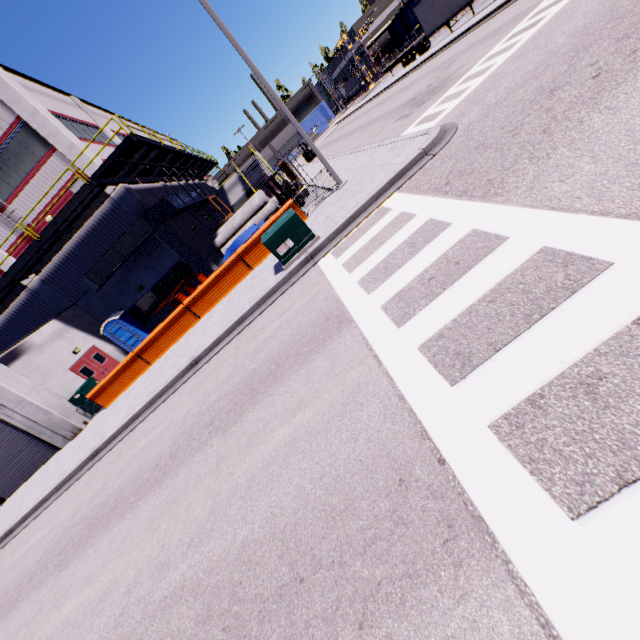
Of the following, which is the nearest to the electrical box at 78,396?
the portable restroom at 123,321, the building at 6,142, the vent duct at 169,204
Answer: the building at 6,142

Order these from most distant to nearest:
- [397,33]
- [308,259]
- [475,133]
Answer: [397,33], [308,259], [475,133]

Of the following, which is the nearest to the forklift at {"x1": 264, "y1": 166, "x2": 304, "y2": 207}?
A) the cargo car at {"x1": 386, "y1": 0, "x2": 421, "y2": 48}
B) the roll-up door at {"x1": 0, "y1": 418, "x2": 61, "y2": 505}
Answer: the roll-up door at {"x1": 0, "y1": 418, "x2": 61, "y2": 505}

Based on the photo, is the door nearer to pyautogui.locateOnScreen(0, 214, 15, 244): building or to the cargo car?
pyautogui.locateOnScreen(0, 214, 15, 244): building

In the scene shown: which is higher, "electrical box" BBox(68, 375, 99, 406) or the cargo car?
the cargo car

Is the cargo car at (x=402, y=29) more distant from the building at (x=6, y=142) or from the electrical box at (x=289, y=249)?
the electrical box at (x=289, y=249)

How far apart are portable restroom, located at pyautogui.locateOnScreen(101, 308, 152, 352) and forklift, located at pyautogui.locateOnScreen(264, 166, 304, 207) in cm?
1206

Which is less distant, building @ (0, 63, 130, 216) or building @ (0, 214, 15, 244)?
building @ (0, 63, 130, 216)
